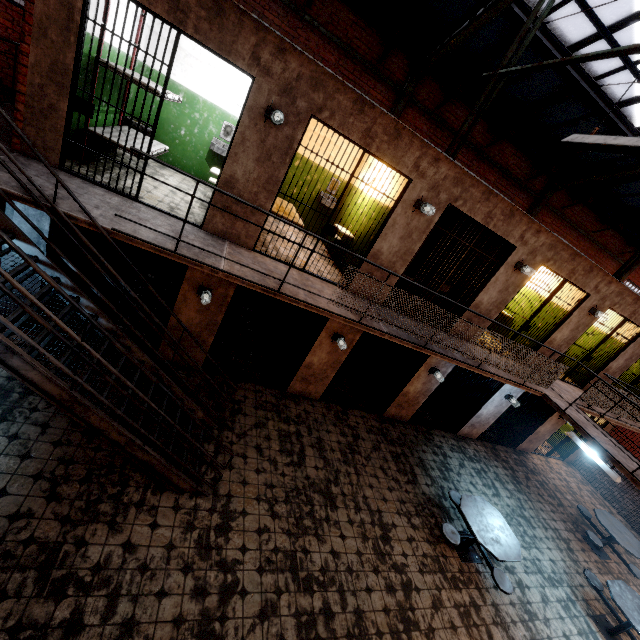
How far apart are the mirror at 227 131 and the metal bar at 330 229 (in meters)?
3.69

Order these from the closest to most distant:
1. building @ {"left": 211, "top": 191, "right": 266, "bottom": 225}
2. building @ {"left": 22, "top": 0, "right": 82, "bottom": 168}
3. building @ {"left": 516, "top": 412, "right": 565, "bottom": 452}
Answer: building @ {"left": 22, "top": 0, "right": 82, "bottom": 168}, building @ {"left": 211, "top": 191, "right": 266, "bottom": 225}, building @ {"left": 516, "top": 412, "right": 565, "bottom": 452}

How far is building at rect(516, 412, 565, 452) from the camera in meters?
10.9 m

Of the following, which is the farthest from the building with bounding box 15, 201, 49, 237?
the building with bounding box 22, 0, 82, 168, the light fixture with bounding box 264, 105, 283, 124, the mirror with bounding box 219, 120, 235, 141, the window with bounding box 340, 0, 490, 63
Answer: the window with bounding box 340, 0, 490, 63

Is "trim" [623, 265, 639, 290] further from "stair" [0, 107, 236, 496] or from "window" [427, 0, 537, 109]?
"stair" [0, 107, 236, 496]

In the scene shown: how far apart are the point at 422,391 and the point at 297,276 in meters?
5.2 m

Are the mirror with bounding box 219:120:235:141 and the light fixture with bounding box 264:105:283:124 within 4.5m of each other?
yes

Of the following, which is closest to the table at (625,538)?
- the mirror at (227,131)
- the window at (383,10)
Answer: the window at (383,10)
